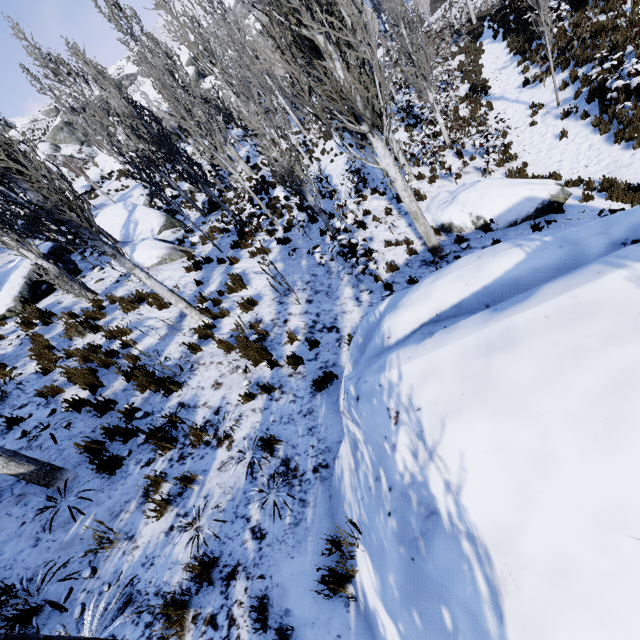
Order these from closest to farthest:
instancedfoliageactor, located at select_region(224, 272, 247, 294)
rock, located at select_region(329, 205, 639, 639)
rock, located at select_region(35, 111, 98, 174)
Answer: rock, located at select_region(329, 205, 639, 639), instancedfoliageactor, located at select_region(224, 272, 247, 294), rock, located at select_region(35, 111, 98, 174)

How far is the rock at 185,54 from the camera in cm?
4934

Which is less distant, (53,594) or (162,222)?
(53,594)

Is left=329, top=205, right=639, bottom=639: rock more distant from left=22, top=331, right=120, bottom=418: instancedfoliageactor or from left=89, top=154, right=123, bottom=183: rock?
left=89, top=154, right=123, bottom=183: rock

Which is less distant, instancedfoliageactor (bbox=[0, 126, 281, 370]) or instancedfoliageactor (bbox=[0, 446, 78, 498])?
instancedfoliageactor (bbox=[0, 446, 78, 498])

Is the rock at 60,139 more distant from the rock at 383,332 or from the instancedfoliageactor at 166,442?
the rock at 383,332

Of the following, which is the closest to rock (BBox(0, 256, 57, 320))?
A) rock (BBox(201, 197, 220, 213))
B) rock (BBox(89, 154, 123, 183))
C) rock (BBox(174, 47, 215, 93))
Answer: rock (BBox(201, 197, 220, 213))

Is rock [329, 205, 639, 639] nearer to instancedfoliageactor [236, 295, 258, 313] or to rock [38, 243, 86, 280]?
instancedfoliageactor [236, 295, 258, 313]
